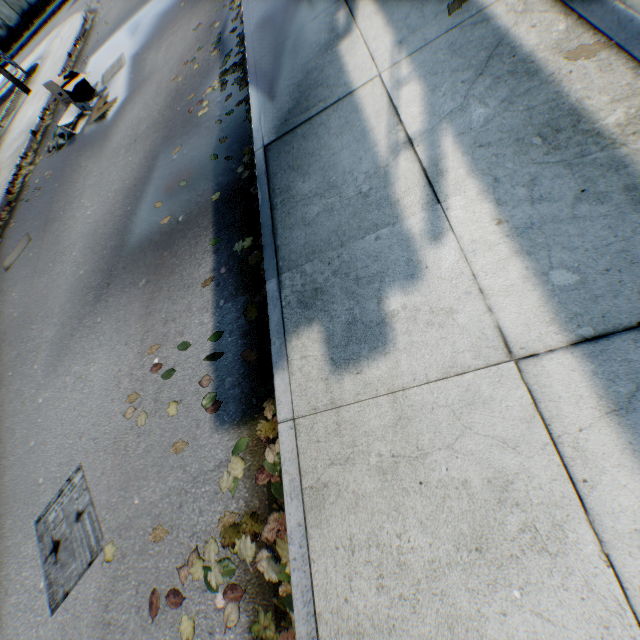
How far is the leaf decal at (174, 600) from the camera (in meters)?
2.19

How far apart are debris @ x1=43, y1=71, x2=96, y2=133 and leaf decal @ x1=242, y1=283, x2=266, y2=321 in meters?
9.3

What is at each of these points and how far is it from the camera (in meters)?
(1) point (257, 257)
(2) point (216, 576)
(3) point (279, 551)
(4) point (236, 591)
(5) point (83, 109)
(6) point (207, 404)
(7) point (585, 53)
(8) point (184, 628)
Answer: (1) leaf decal, 3.15
(2) leaf decal, 2.14
(3) leaf decal, 2.02
(4) leaf decal, 2.05
(5) debris, 8.02
(6) leaf decal, 2.74
(7) leaf decal, 2.15
(8) leaf decal, 2.11

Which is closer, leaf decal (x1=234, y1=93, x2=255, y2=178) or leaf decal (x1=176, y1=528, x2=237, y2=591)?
leaf decal (x1=176, y1=528, x2=237, y2=591)

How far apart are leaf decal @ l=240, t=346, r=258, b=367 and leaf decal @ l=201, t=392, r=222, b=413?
0.6 meters

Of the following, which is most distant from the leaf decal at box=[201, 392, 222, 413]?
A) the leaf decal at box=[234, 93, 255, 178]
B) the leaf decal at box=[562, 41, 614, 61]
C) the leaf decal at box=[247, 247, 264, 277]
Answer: the leaf decal at box=[562, 41, 614, 61]

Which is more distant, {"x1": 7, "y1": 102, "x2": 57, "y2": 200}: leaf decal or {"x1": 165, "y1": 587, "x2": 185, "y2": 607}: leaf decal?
{"x1": 7, "y1": 102, "x2": 57, "y2": 200}: leaf decal

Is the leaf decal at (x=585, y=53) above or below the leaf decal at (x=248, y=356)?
above
